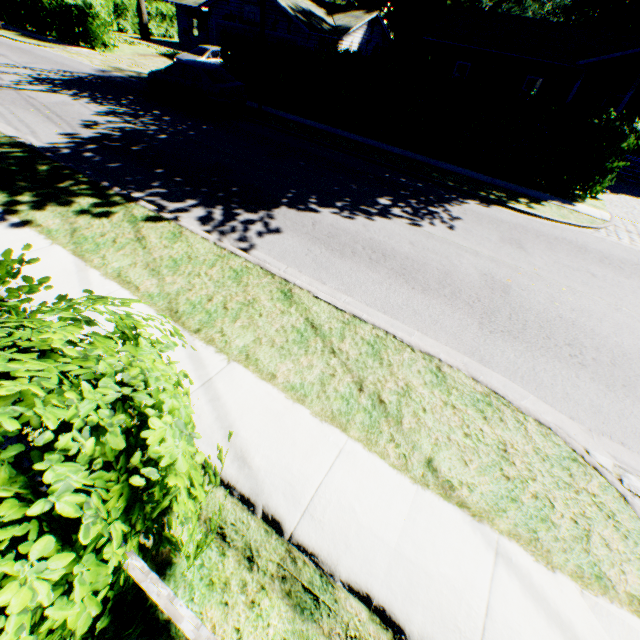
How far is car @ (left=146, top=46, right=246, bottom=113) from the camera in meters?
13.7

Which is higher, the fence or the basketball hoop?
the basketball hoop

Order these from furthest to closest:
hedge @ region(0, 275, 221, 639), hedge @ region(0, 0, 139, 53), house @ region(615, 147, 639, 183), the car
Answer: hedge @ region(0, 0, 139, 53)
house @ region(615, 147, 639, 183)
the car
hedge @ region(0, 275, 221, 639)

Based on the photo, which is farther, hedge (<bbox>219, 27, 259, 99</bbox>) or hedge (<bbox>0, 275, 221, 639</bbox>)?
hedge (<bbox>219, 27, 259, 99</bbox>)

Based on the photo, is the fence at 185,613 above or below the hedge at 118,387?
below

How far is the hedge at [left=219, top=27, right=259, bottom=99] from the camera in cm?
1665

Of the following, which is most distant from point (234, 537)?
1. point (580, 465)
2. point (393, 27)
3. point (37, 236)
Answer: point (393, 27)

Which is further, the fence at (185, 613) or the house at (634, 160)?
the house at (634, 160)
